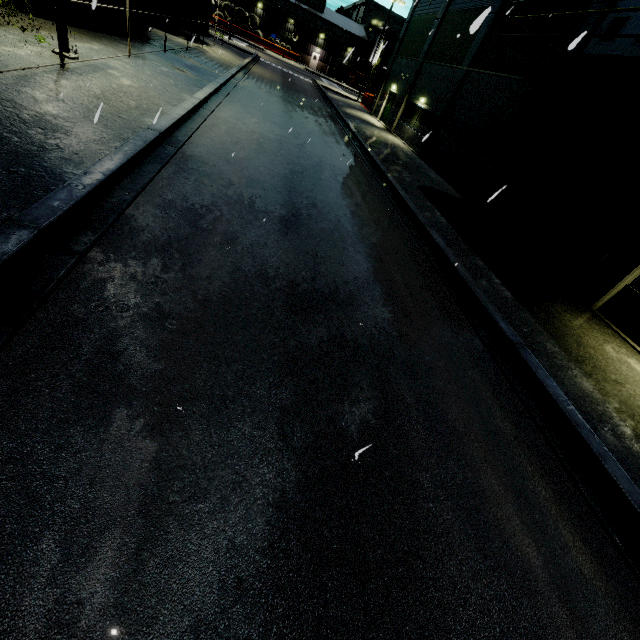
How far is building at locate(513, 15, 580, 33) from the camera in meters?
12.8 m

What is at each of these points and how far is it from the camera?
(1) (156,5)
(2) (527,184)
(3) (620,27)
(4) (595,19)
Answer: (1) tree, 23.5 meters
(2) building, 13.1 meters
(3) door, 10.8 meters
(4) building, 11.5 meters

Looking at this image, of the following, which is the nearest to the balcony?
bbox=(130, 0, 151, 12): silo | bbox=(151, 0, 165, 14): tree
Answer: bbox=(130, 0, 151, 12): silo

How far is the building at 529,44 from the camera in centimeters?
1379cm

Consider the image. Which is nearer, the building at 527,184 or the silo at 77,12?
the building at 527,184

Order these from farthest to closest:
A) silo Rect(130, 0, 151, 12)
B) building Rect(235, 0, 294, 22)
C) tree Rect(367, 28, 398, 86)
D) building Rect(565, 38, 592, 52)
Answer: building Rect(235, 0, 294, 22) < tree Rect(367, 28, 398, 86) < silo Rect(130, 0, 151, 12) < building Rect(565, 38, 592, 52)
